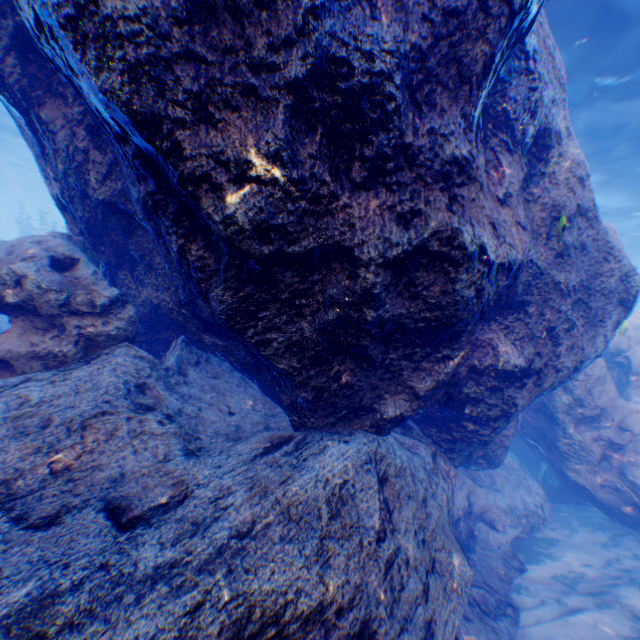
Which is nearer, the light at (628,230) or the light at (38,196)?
the light at (628,230)

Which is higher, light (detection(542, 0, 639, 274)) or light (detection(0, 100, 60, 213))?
light (detection(0, 100, 60, 213))

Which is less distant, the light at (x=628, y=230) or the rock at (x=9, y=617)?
the rock at (x=9, y=617)

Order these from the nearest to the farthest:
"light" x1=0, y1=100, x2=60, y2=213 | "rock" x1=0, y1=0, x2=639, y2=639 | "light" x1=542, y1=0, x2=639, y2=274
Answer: "rock" x1=0, y1=0, x2=639, y2=639
"light" x1=542, y1=0, x2=639, y2=274
"light" x1=0, y1=100, x2=60, y2=213

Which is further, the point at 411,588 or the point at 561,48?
the point at 561,48

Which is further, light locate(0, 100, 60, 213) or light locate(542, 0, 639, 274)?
light locate(0, 100, 60, 213)

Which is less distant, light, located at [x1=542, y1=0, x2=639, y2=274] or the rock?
the rock
